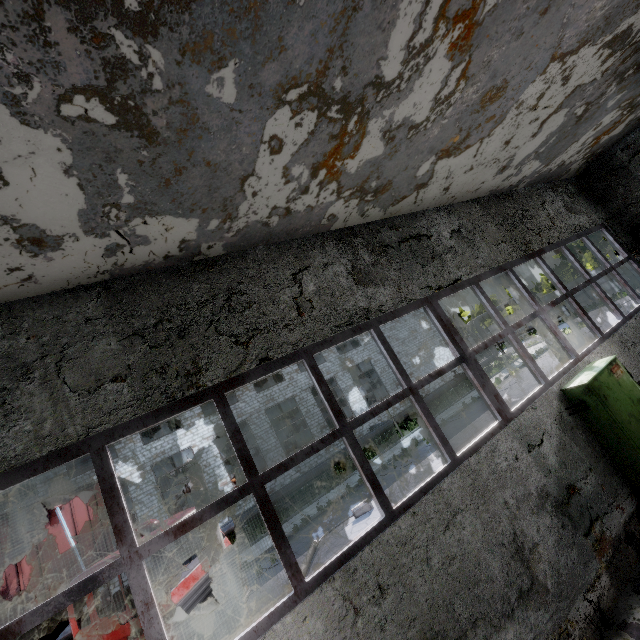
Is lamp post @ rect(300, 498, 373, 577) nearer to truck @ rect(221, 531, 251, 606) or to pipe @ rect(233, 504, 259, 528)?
truck @ rect(221, 531, 251, 606)

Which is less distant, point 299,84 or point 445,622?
point 299,84

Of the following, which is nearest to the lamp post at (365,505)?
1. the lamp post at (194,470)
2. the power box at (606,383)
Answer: the lamp post at (194,470)

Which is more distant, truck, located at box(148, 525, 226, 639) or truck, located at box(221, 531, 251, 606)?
truck, located at box(221, 531, 251, 606)

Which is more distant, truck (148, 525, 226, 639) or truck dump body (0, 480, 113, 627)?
truck dump body (0, 480, 113, 627)

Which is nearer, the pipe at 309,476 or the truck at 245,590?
the truck at 245,590

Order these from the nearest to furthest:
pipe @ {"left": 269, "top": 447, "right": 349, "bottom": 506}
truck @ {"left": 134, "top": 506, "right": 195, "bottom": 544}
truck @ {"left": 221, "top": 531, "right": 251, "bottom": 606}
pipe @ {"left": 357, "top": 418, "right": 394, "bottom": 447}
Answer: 1. truck @ {"left": 134, "top": 506, "right": 195, "bottom": 544}
2. truck @ {"left": 221, "top": 531, "right": 251, "bottom": 606}
3. pipe @ {"left": 269, "top": 447, "right": 349, "bottom": 506}
4. pipe @ {"left": 357, "top": 418, "right": 394, "bottom": 447}
